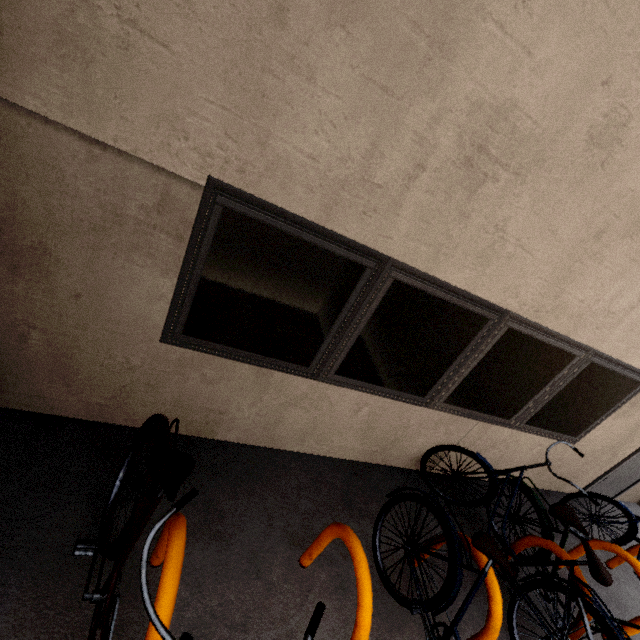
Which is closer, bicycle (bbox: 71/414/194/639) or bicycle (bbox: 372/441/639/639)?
bicycle (bbox: 71/414/194/639)

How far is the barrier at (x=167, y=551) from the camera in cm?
130

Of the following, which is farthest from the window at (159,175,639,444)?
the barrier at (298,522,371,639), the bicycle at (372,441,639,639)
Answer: the barrier at (298,522,371,639)

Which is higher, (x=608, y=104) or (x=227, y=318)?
(x=608, y=104)

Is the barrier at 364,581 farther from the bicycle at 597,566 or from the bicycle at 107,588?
the bicycle at 597,566

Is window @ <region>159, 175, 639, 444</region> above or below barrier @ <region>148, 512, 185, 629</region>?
above

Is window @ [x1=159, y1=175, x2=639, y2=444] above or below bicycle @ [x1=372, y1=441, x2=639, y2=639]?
above

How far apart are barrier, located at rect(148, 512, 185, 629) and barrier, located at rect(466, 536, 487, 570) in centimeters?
193cm
